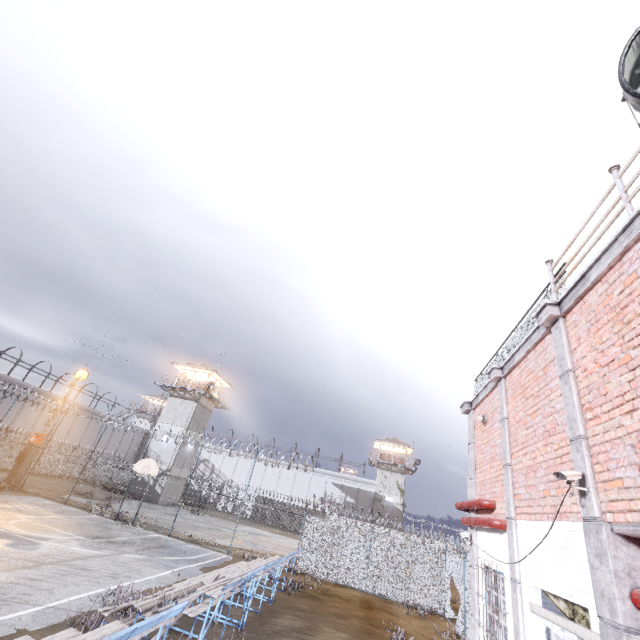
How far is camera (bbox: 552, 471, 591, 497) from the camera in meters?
4.2

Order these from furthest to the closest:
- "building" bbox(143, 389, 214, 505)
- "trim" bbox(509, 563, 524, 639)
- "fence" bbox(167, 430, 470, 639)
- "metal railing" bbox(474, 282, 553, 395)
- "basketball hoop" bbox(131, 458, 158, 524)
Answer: "building" bbox(143, 389, 214, 505) < "basketball hoop" bbox(131, 458, 158, 524) < "fence" bbox(167, 430, 470, 639) < "metal railing" bbox(474, 282, 553, 395) < "trim" bbox(509, 563, 524, 639)

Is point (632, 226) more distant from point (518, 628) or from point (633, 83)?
point (518, 628)

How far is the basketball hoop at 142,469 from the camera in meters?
20.1

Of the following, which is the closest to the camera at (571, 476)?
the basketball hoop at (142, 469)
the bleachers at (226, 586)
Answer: the bleachers at (226, 586)

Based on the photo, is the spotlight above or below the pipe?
above

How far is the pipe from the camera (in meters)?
6.70

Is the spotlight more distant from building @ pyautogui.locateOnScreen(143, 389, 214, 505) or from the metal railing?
building @ pyautogui.locateOnScreen(143, 389, 214, 505)
